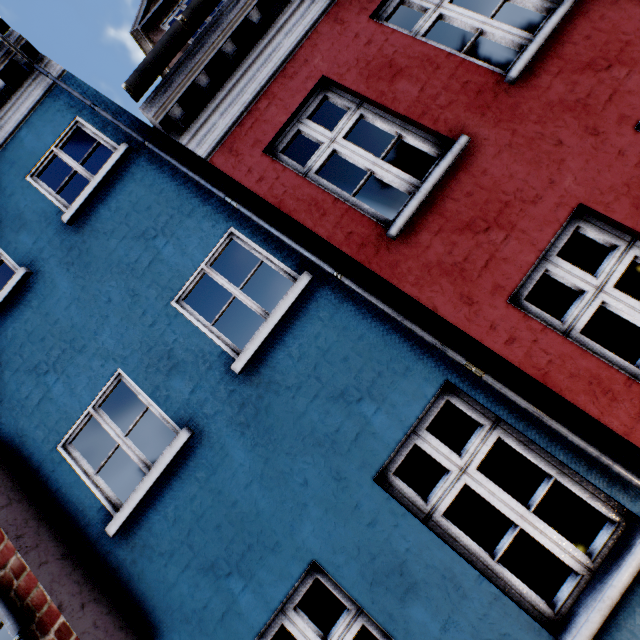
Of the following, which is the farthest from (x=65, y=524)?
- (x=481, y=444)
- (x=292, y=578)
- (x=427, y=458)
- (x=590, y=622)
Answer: (x=427, y=458)
